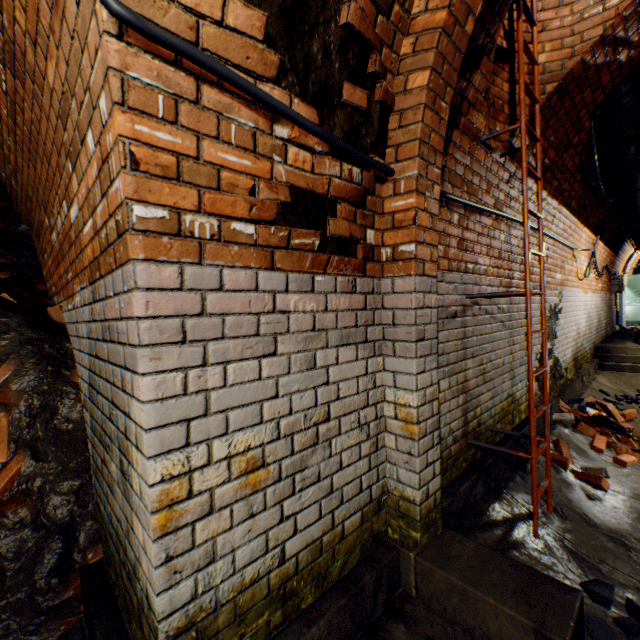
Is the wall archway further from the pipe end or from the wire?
the pipe end

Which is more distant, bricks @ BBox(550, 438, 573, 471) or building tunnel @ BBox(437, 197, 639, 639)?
bricks @ BBox(550, 438, 573, 471)

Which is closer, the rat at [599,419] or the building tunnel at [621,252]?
the rat at [599,419]

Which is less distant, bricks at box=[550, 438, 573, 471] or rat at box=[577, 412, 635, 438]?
bricks at box=[550, 438, 573, 471]

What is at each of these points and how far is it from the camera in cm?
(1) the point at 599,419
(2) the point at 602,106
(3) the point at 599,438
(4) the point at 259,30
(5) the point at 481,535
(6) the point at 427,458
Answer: (1) rat, 430
(2) pipe end, 354
(3) bricks, 402
(4) building tunnel, 119
(5) building tunnel, 229
(6) wall archway, 186

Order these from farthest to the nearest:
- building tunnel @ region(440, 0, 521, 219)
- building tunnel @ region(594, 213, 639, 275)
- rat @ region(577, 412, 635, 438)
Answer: building tunnel @ region(594, 213, 639, 275) < rat @ region(577, 412, 635, 438) < building tunnel @ region(440, 0, 521, 219)

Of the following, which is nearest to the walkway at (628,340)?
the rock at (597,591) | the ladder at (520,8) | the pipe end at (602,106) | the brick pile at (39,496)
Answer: the pipe end at (602,106)

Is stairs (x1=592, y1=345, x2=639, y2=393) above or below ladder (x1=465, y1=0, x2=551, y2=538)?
below
